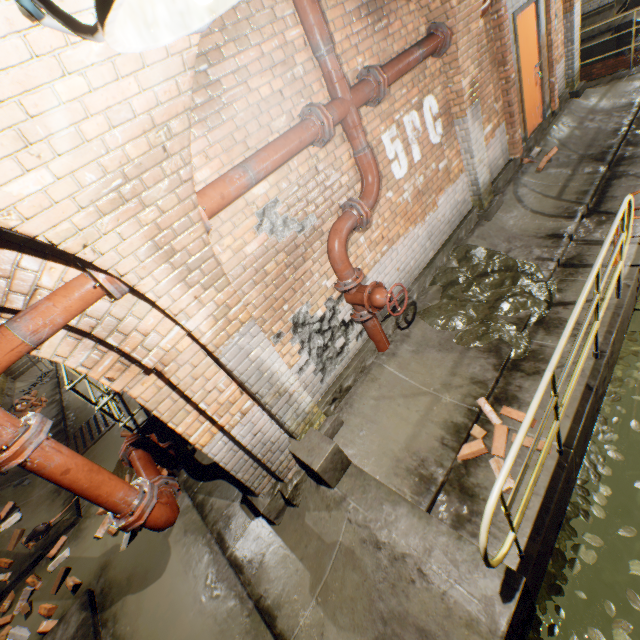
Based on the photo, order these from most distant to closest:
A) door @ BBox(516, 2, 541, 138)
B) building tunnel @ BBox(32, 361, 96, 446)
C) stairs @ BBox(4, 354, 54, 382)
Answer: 1. stairs @ BBox(4, 354, 54, 382)
2. building tunnel @ BBox(32, 361, 96, 446)
3. door @ BBox(516, 2, 541, 138)

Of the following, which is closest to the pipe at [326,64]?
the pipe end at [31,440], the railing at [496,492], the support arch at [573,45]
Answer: the railing at [496,492]

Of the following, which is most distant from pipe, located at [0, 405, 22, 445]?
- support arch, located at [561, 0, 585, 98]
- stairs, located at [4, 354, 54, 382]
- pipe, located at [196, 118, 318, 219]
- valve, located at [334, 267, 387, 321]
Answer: stairs, located at [4, 354, 54, 382]

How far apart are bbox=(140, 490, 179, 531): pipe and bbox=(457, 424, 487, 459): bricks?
2.83m

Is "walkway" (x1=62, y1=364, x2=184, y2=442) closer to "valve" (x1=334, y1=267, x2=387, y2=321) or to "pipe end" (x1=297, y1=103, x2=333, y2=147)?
"valve" (x1=334, y1=267, x2=387, y2=321)

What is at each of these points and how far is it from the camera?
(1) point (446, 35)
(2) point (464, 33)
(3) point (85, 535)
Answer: (1) pipe end, 4.1 meters
(2) support arch, 4.2 meters
(3) building tunnel, 5.4 meters

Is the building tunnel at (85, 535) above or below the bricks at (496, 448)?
below

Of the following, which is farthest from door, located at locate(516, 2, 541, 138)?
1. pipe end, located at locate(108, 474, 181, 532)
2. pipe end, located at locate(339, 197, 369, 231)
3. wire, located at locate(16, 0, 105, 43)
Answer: pipe end, located at locate(108, 474, 181, 532)
